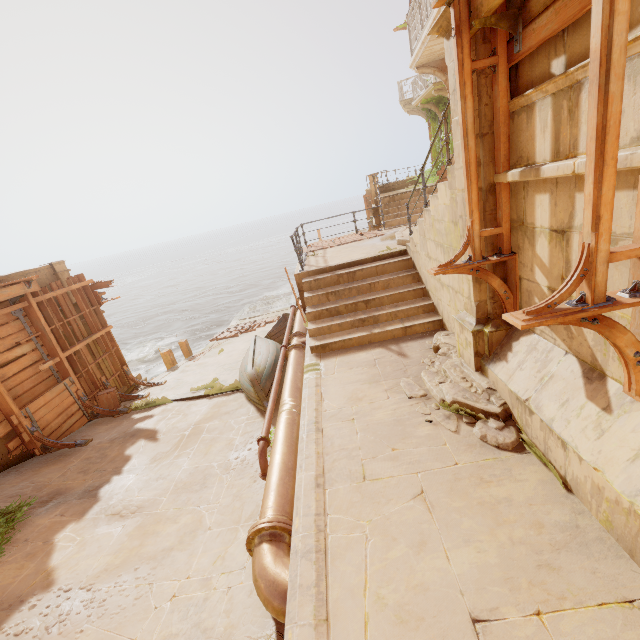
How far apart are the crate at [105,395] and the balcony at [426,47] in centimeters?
1356cm

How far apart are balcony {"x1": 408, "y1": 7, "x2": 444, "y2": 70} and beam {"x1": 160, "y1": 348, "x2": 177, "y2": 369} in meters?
14.8 m

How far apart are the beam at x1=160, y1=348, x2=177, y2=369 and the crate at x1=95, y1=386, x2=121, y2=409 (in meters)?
4.18

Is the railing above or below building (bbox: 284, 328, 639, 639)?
above

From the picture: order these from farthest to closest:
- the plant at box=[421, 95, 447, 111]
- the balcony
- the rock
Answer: the rock
the plant at box=[421, 95, 447, 111]
the balcony

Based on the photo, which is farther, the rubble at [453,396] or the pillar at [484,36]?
the rubble at [453,396]

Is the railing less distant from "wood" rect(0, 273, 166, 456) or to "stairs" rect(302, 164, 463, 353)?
"stairs" rect(302, 164, 463, 353)

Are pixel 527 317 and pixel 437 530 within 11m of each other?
yes
